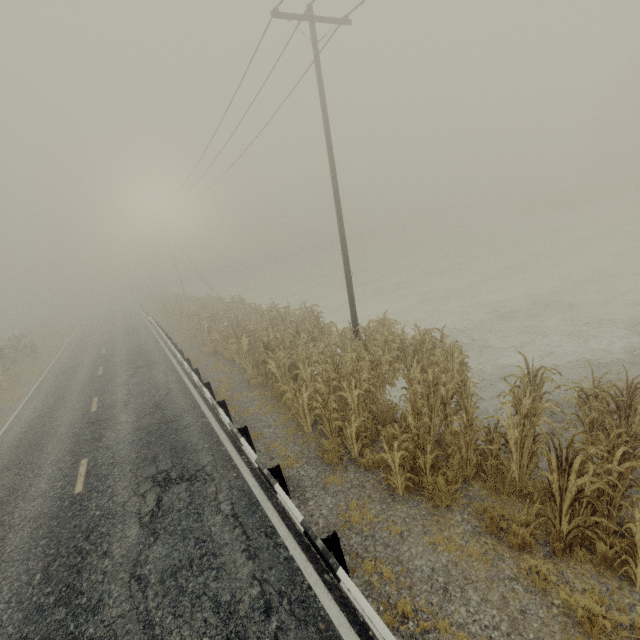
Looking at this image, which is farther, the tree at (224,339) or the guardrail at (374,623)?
the tree at (224,339)

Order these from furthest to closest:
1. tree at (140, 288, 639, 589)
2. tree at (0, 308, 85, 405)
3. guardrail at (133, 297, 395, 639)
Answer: tree at (0, 308, 85, 405) → tree at (140, 288, 639, 589) → guardrail at (133, 297, 395, 639)

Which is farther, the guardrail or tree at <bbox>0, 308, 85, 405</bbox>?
tree at <bbox>0, 308, 85, 405</bbox>

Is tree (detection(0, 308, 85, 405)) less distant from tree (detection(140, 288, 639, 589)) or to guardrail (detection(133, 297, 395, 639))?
guardrail (detection(133, 297, 395, 639))

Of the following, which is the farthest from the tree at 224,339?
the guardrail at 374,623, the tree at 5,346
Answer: the tree at 5,346

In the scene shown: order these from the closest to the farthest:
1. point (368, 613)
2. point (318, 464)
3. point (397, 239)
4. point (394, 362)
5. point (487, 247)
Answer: point (368, 613), point (318, 464), point (394, 362), point (487, 247), point (397, 239)

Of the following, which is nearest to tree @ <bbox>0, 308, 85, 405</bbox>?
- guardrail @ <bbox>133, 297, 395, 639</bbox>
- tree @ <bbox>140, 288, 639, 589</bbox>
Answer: guardrail @ <bbox>133, 297, 395, 639</bbox>
